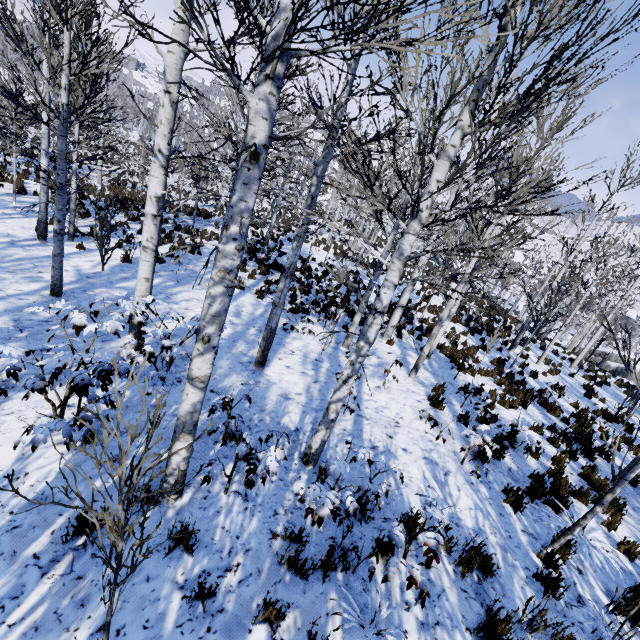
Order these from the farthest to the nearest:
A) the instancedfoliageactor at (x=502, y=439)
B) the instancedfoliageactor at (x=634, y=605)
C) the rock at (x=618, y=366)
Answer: the rock at (x=618, y=366)
the instancedfoliageactor at (x=502, y=439)
the instancedfoliageactor at (x=634, y=605)

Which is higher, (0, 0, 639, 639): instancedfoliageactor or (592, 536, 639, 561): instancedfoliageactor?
(0, 0, 639, 639): instancedfoliageactor

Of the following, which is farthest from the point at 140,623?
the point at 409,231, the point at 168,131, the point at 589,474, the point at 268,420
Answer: the point at 589,474

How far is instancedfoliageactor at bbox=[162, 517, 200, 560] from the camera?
1.78m

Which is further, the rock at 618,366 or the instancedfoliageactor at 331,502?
the rock at 618,366

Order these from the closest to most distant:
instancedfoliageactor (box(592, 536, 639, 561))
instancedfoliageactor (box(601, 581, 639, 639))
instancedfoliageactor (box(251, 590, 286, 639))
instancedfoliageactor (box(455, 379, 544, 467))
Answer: instancedfoliageactor (box(251, 590, 286, 639)) → instancedfoliageactor (box(601, 581, 639, 639)) → instancedfoliageactor (box(592, 536, 639, 561)) → instancedfoliageactor (box(455, 379, 544, 467))

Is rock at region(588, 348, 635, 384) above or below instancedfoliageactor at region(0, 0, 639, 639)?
below
